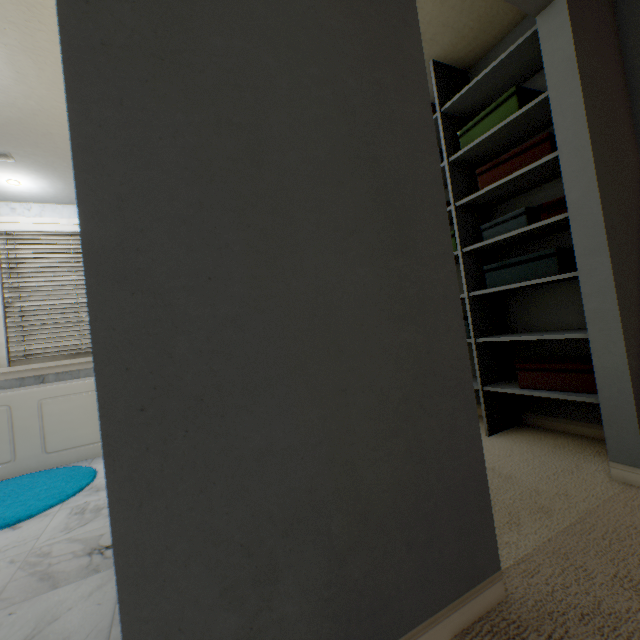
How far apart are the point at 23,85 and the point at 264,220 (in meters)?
2.40

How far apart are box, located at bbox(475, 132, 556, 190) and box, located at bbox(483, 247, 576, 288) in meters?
0.5

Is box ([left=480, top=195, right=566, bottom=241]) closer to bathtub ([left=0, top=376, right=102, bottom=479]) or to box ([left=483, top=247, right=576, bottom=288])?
box ([left=483, top=247, right=576, bottom=288])

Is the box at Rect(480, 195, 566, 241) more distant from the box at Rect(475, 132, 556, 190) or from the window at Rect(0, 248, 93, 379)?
the window at Rect(0, 248, 93, 379)

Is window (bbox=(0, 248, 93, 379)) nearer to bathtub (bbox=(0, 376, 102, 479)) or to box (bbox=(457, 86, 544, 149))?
bathtub (bbox=(0, 376, 102, 479))

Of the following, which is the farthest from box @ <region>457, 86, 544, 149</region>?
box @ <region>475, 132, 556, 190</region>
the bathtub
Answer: the bathtub

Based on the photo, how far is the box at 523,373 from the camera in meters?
1.6

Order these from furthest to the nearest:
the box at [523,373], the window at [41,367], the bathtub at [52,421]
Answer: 1. the window at [41,367]
2. the bathtub at [52,421]
3. the box at [523,373]
